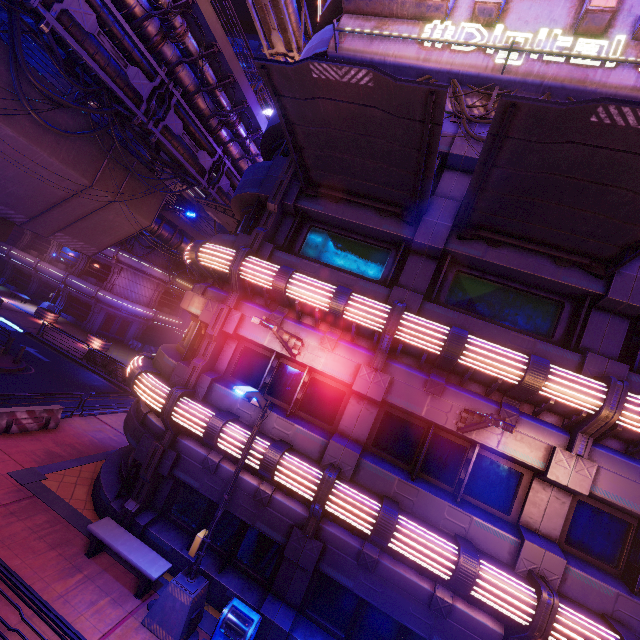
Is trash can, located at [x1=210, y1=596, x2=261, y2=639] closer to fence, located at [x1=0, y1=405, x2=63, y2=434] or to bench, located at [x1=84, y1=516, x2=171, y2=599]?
bench, located at [x1=84, y1=516, x2=171, y2=599]

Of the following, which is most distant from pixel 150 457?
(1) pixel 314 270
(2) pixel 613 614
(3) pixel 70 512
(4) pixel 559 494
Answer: (2) pixel 613 614

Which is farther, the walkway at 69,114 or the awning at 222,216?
the awning at 222,216

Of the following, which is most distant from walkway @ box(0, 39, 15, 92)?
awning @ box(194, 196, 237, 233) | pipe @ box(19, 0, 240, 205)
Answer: awning @ box(194, 196, 237, 233)

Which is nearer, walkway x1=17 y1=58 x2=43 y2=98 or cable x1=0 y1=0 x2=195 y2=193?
cable x1=0 y1=0 x2=195 y2=193

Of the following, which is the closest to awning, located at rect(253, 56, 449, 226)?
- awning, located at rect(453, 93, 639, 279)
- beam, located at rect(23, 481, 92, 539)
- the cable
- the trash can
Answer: awning, located at rect(453, 93, 639, 279)

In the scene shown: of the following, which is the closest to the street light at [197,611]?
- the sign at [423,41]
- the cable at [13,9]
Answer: the sign at [423,41]

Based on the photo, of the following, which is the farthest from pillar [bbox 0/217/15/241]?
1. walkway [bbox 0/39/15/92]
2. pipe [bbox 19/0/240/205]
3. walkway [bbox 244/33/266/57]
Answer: walkway [bbox 244/33/266/57]
